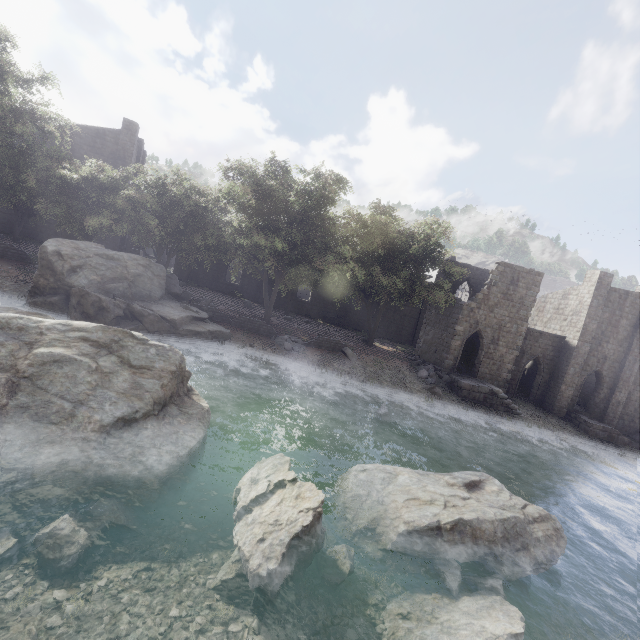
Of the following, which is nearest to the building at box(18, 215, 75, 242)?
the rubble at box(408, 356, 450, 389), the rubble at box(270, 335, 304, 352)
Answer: the rubble at box(408, 356, 450, 389)

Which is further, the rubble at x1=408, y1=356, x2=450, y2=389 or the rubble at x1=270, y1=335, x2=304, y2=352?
the rubble at x1=408, y1=356, x2=450, y2=389

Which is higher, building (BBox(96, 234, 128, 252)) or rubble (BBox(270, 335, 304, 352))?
building (BBox(96, 234, 128, 252))

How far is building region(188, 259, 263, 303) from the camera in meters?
35.6 m

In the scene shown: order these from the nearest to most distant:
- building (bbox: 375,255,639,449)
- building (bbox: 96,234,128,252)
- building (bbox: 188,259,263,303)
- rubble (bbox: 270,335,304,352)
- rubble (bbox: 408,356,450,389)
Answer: rubble (bbox: 270,335,304,352)
rubble (bbox: 408,356,450,389)
building (bbox: 375,255,639,449)
building (bbox: 96,234,128,252)
building (bbox: 188,259,263,303)

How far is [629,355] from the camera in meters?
27.6 m

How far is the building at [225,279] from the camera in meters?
35.6 m

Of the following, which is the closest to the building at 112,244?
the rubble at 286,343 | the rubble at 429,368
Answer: the rubble at 429,368
